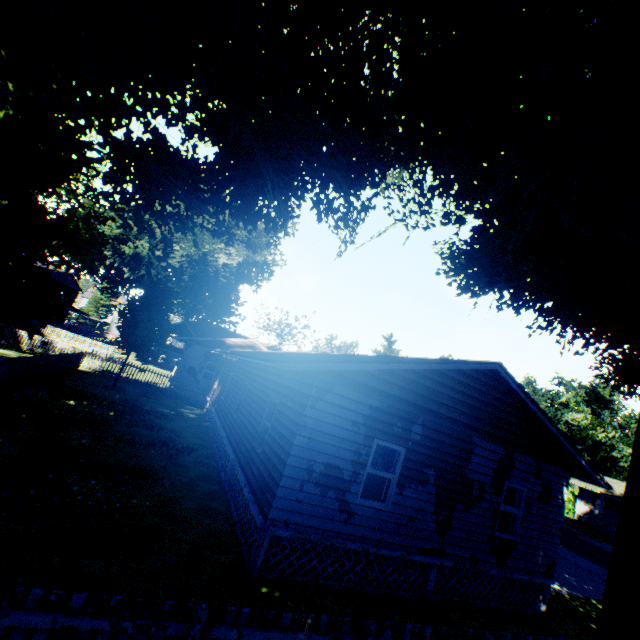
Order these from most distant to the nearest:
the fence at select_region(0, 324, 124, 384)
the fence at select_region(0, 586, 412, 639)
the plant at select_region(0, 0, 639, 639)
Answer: the fence at select_region(0, 324, 124, 384)
the plant at select_region(0, 0, 639, 639)
the fence at select_region(0, 586, 412, 639)

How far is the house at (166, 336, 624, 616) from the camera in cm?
759

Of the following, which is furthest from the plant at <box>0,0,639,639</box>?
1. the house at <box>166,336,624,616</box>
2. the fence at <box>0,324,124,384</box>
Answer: the house at <box>166,336,624,616</box>

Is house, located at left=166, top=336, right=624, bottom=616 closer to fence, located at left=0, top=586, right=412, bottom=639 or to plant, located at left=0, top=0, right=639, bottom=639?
fence, located at left=0, top=586, right=412, bottom=639

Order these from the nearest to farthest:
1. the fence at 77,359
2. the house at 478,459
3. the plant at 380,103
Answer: the plant at 380,103 → the house at 478,459 → the fence at 77,359

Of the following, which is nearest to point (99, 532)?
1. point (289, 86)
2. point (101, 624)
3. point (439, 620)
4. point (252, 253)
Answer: point (101, 624)

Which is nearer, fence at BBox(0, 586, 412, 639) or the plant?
fence at BBox(0, 586, 412, 639)

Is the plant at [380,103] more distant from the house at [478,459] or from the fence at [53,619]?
the house at [478,459]
